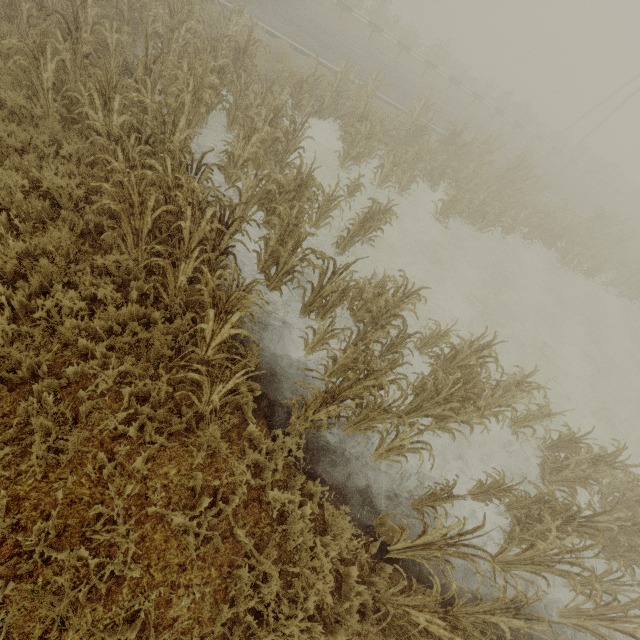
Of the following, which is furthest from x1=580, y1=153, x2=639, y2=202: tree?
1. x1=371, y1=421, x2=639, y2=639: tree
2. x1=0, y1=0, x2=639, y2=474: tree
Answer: x1=371, y1=421, x2=639, y2=639: tree

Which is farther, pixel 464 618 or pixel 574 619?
pixel 574 619

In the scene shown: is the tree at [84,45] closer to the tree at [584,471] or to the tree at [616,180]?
the tree at [584,471]

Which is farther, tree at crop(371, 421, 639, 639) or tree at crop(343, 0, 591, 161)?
tree at crop(343, 0, 591, 161)

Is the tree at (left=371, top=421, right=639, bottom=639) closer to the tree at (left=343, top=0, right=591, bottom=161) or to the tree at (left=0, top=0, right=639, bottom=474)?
the tree at (left=0, top=0, right=639, bottom=474)

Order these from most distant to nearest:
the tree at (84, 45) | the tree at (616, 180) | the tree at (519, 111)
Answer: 1. the tree at (616, 180)
2. the tree at (519, 111)
3. the tree at (84, 45)
